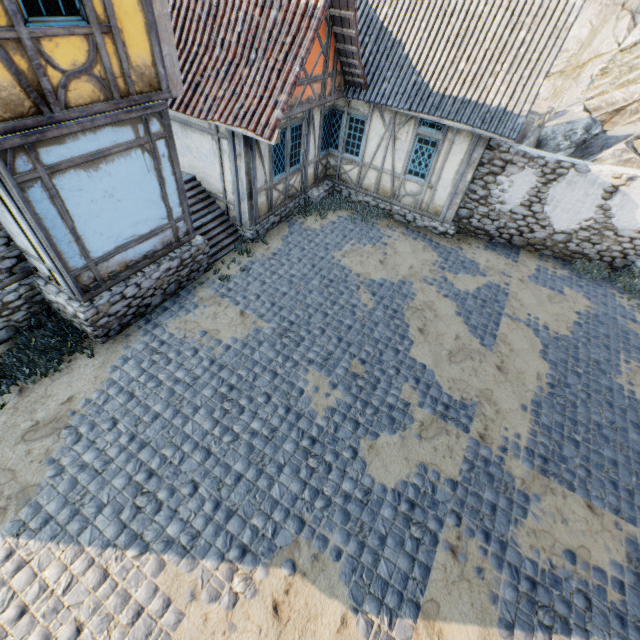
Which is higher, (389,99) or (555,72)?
(389,99)

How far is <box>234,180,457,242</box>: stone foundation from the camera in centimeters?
1012cm

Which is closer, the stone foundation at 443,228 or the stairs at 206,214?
the stairs at 206,214

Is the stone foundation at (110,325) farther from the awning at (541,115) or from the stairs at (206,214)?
the awning at (541,115)

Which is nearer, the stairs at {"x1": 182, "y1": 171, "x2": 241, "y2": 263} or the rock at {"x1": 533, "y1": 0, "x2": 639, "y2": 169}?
the stairs at {"x1": 182, "y1": 171, "x2": 241, "y2": 263}

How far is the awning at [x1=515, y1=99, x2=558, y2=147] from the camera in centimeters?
1183cm

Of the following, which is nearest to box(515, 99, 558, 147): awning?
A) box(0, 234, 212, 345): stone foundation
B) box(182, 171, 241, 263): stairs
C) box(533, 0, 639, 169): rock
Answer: box(533, 0, 639, 169): rock

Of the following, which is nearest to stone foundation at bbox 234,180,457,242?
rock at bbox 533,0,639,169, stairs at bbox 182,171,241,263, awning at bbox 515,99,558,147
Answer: awning at bbox 515,99,558,147
